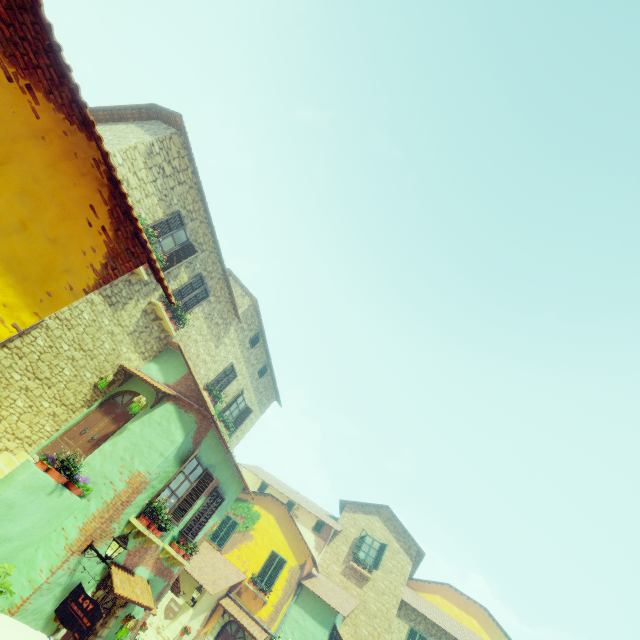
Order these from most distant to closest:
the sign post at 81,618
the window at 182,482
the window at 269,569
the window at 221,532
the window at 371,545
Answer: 1. the window at 371,545
2. the window at 221,532
3. the window at 269,569
4. the window at 182,482
5. the sign post at 81,618

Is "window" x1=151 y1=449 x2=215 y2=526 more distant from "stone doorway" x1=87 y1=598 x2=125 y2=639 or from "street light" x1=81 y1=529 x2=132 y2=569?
"stone doorway" x1=87 y1=598 x2=125 y2=639

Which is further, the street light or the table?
the street light

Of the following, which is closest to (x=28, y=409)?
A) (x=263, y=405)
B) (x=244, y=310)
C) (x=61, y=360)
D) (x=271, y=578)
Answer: (x=61, y=360)

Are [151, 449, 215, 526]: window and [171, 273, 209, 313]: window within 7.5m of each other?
yes

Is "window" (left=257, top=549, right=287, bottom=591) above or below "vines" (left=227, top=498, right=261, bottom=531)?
below

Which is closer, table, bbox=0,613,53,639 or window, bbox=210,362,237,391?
table, bbox=0,613,53,639

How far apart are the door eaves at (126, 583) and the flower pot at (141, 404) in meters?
3.8
